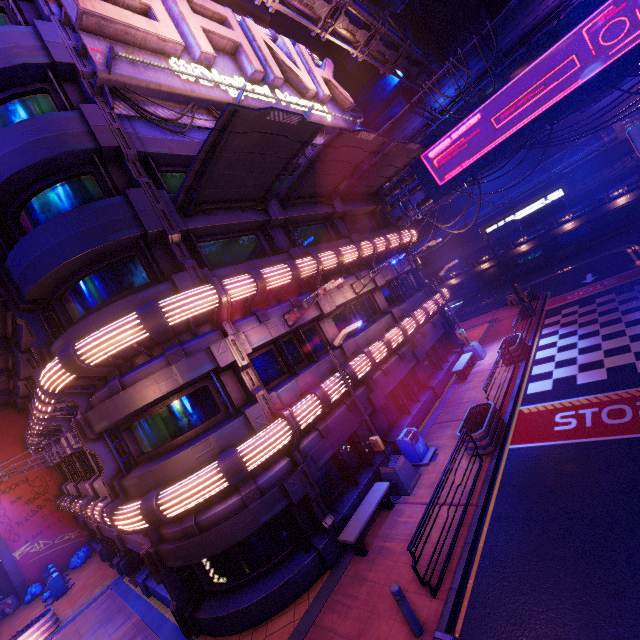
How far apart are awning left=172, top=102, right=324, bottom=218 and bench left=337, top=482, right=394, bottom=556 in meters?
11.3 m

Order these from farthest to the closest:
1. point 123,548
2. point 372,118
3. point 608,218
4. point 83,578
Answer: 1. point 372,118
2. point 608,218
3. point 83,578
4. point 123,548

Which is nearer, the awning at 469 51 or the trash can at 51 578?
the awning at 469 51

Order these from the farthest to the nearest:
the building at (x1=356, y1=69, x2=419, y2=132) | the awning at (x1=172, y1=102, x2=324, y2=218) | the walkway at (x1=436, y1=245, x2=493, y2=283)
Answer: the building at (x1=356, y1=69, x2=419, y2=132)
the walkway at (x1=436, y1=245, x2=493, y2=283)
the awning at (x1=172, y1=102, x2=324, y2=218)

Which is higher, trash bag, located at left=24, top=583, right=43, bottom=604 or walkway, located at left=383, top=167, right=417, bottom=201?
walkway, located at left=383, top=167, right=417, bottom=201

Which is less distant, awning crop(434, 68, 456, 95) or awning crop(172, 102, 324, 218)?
awning crop(172, 102, 324, 218)

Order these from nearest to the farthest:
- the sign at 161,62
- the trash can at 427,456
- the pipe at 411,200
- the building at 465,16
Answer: the sign at 161,62
the trash can at 427,456
the pipe at 411,200
the building at 465,16

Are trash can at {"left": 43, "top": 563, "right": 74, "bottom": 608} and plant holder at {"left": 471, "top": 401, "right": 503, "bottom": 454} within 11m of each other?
no
